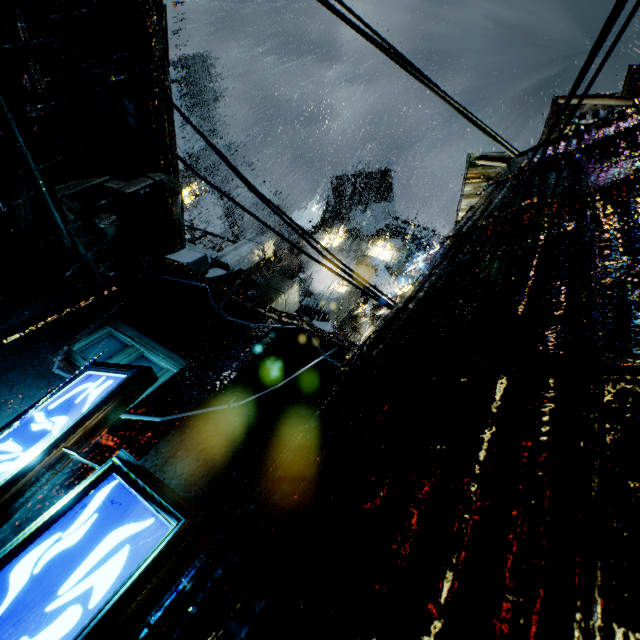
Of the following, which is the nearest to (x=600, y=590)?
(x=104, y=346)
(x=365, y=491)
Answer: (x=365, y=491)

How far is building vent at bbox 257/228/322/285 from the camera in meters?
23.8

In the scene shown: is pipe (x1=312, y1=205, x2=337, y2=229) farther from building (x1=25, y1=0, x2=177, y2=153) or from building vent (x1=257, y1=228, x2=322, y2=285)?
building vent (x1=257, y1=228, x2=322, y2=285)

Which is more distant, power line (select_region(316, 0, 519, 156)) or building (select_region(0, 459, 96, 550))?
power line (select_region(316, 0, 519, 156))

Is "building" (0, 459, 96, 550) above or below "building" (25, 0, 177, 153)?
below

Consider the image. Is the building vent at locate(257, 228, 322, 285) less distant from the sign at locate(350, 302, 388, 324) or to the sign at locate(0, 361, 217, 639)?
the sign at locate(350, 302, 388, 324)

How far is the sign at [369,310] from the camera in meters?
20.8 m

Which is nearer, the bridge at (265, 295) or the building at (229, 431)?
the building at (229, 431)
